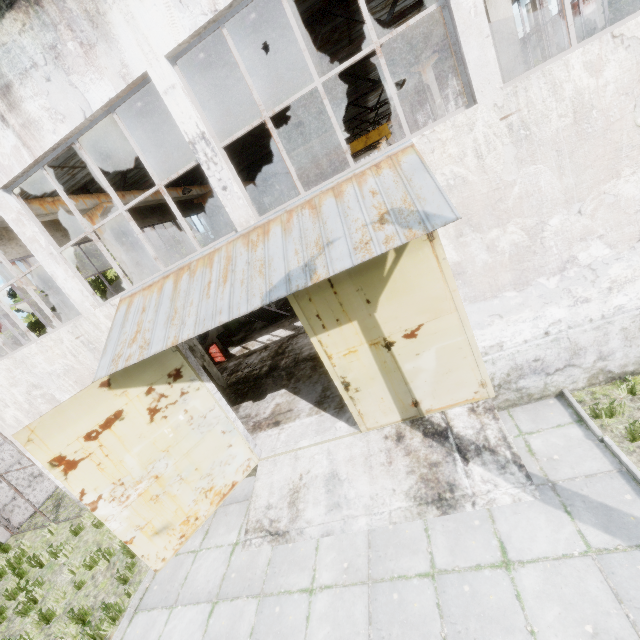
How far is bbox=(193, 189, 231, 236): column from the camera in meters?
17.6 m

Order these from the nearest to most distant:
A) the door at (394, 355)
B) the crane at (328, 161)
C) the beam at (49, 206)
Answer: the door at (394, 355), the beam at (49, 206), the crane at (328, 161)

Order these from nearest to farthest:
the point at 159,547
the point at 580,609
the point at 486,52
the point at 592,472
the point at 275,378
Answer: the point at 580,609, the point at 486,52, the point at 592,472, the point at 159,547, the point at 275,378

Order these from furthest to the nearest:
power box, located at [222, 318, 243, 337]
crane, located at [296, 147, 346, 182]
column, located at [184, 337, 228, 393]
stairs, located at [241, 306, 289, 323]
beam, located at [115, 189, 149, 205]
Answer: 1. crane, located at [296, 147, 346, 182]
2. power box, located at [222, 318, 243, 337]
3. stairs, located at [241, 306, 289, 323]
4. column, located at [184, 337, 228, 393]
5. beam, located at [115, 189, 149, 205]

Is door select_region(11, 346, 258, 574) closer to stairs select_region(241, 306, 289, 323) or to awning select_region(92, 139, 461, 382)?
awning select_region(92, 139, 461, 382)

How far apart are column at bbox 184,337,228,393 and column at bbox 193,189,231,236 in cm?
747

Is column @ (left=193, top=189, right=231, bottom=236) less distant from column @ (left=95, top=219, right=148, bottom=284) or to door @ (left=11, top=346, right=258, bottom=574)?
column @ (left=95, top=219, right=148, bottom=284)

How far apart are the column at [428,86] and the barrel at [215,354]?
14.3 meters
